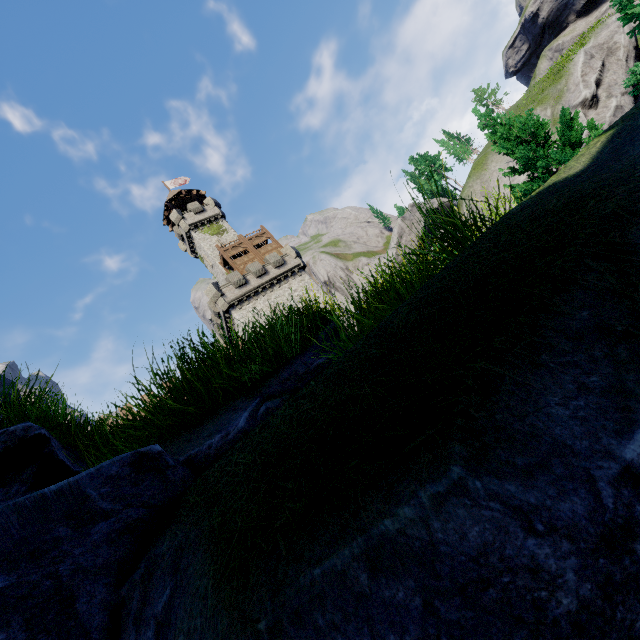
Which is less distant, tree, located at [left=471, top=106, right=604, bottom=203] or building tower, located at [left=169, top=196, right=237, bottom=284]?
tree, located at [left=471, top=106, right=604, bottom=203]

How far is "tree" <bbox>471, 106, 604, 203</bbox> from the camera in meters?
12.0

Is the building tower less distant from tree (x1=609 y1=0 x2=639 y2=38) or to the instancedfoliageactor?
tree (x1=609 y1=0 x2=639 y2=38)

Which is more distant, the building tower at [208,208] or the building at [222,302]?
the building tower at [208,208]

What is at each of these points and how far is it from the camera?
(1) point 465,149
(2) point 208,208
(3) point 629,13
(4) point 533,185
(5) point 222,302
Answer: (1) instancedfoliageactor, 48.75m
(2) building tower, 44.47m
(3) tree, 7.13m
(4) tree, 12.54m
(5) building, 33.06m

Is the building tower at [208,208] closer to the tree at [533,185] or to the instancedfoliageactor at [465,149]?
the tree at [533,185]

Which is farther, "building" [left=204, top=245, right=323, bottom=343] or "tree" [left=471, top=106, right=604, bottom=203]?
"building" [left=204, top=245, right=323, bottom=343]
